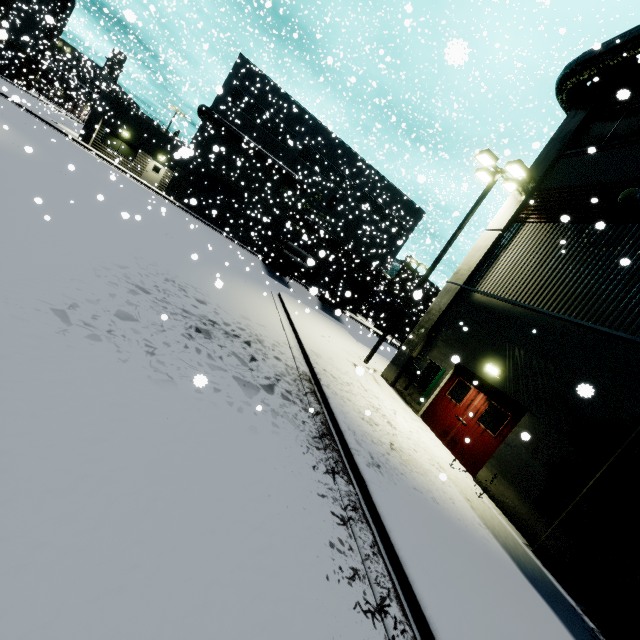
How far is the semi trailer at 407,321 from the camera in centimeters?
3422cm

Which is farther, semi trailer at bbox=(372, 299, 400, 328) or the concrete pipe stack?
semi trailer at bbox=(372, 299, 400, 328)

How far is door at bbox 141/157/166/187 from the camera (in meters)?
31.22

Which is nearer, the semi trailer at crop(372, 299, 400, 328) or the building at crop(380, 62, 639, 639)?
the building at crop(380, 62, 639, 639)

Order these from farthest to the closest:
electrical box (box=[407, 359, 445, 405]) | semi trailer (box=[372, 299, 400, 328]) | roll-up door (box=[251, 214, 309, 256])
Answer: roll-up door (box=[251, 214, 309, 256]) < semi trailer (box=[372, 299, 400, 328]) < electrical box (box=[407, 359, 445, 405])

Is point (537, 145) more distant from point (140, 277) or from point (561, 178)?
point (561, 178)

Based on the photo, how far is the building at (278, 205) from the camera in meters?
29.6

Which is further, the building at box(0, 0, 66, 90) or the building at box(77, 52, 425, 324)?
the building at box(0, 0, 66, 90)
